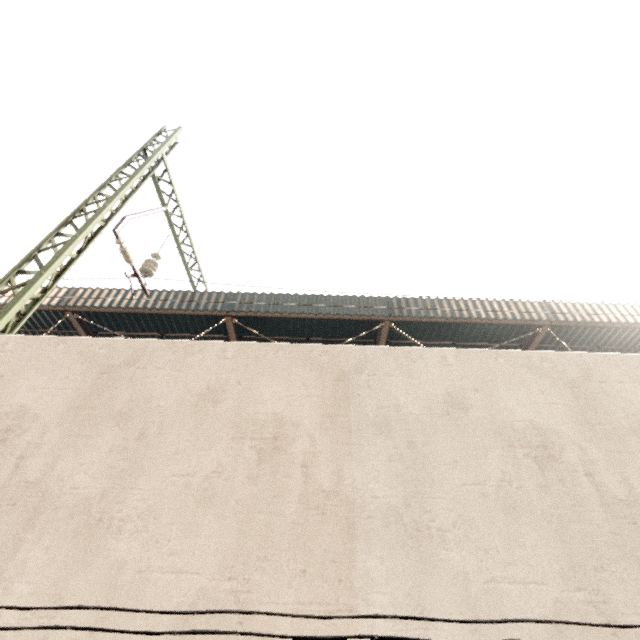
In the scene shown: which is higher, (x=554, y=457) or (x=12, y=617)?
(x=554, y=457)

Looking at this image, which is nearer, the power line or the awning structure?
the power line

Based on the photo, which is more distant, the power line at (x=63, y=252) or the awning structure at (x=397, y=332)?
the awning structure at (x=397, y=332)
